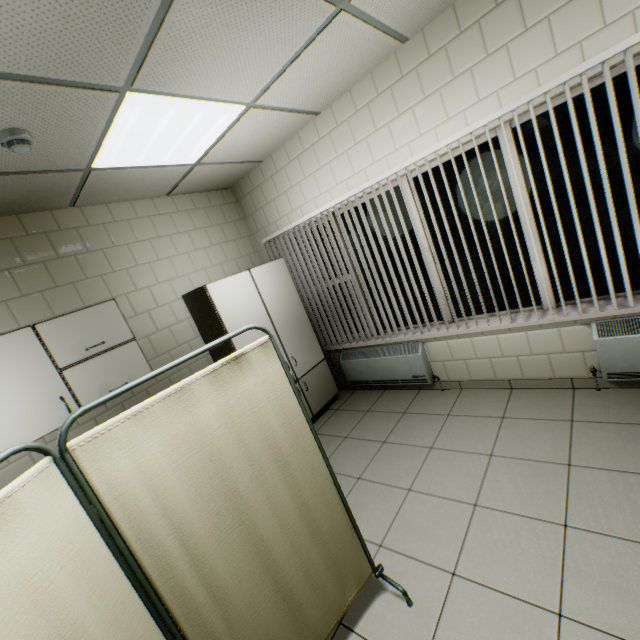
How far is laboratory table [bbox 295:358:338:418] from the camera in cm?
406

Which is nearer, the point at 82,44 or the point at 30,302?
the point at 82,44

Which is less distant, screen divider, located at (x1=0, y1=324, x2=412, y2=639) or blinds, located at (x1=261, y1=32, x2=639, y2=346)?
screen divider, located at (x1=0, y1=324, x2=412, y2=639)

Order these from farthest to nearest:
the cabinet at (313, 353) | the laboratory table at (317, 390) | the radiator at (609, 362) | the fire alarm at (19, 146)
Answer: the laboratory table at (317, 390)
the cabinet at (313, 353)
the radiator at (609, 362)
the fire alarm at (19, 146)

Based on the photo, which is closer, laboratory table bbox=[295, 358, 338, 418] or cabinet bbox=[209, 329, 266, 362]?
cabinet bbox=[209, 329, 266, 362]

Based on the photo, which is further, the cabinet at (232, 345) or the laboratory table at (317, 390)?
the laboratory table at (317, 390)

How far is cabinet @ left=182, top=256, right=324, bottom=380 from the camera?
3.4 meters

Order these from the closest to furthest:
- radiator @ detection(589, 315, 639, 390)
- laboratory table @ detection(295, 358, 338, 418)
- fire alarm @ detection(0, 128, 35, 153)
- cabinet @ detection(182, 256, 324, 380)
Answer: fire alarm @ detection(0, 128, 35, 153)
radiator @ detection(589, 315, 639, 390)
cabinet @ detection(182, 256, 324, 380)
laboratory table @ detection(295, 358, 338, 418)
